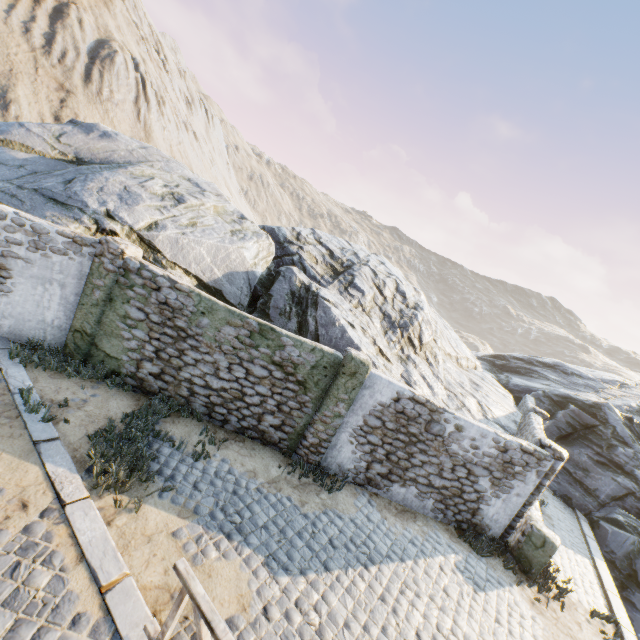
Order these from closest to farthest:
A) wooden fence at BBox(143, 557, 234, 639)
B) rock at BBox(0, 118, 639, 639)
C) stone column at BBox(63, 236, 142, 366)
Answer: wooden fence at BBox(143, 557, 234, 639) < stone column at BBox(63, 236, 142, 366) < rock at BBox(0, 118, 639, 639)

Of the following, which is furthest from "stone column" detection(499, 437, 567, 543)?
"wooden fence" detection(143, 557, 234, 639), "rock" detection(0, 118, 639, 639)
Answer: "wooden fence" detection(143, 557, 234, 639)

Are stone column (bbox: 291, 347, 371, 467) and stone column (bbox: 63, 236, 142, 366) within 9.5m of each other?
yes

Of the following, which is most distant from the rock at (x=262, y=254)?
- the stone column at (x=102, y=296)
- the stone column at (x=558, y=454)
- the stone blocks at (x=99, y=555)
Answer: the stone column at (x=558, y=454)

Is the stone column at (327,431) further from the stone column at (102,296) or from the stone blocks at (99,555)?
the stone column at (102,296)

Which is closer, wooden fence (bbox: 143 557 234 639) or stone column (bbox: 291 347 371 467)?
wooden fence (bbox: 143 557 234 639)

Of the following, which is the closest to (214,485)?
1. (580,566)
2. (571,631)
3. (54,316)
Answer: (54,316)

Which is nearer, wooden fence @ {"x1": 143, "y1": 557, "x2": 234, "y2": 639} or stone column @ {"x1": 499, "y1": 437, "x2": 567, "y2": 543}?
wooden fence @ {"x1": 143, "y1": 557, "x2": 234, "y2": 639}
